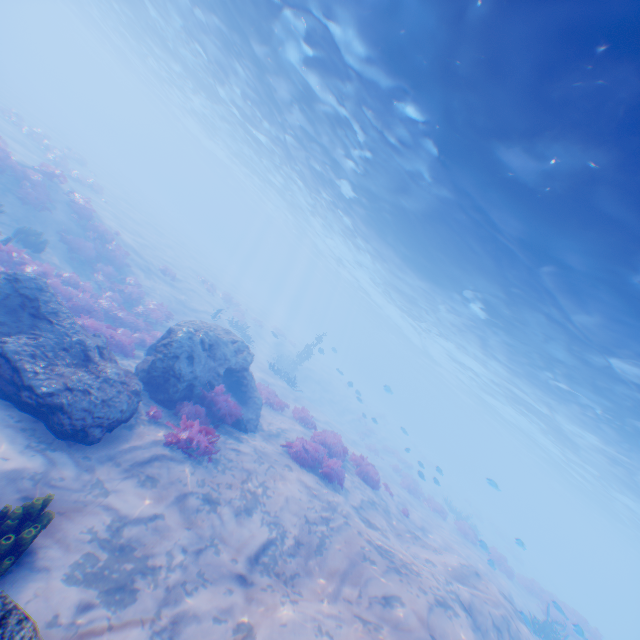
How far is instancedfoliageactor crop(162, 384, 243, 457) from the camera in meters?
7.9 m

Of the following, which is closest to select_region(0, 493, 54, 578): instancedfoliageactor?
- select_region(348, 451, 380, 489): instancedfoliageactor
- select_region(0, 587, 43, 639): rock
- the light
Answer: select_region(0, 587, 43, 639): rock

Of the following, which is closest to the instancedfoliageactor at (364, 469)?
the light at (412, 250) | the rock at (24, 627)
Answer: the light at (412, 250)

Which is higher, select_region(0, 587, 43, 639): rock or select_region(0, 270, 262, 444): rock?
select_region(0, 587, 43, 639): rock

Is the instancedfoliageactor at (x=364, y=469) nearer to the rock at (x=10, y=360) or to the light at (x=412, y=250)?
the rock at (x=10, y=360)

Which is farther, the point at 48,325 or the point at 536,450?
the point at 536,450

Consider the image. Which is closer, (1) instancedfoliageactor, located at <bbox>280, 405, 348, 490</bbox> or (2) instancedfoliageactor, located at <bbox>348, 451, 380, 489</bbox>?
(1) instancedfoliageactor, located at <bbox>280, 405, 348, 490</bbox>
